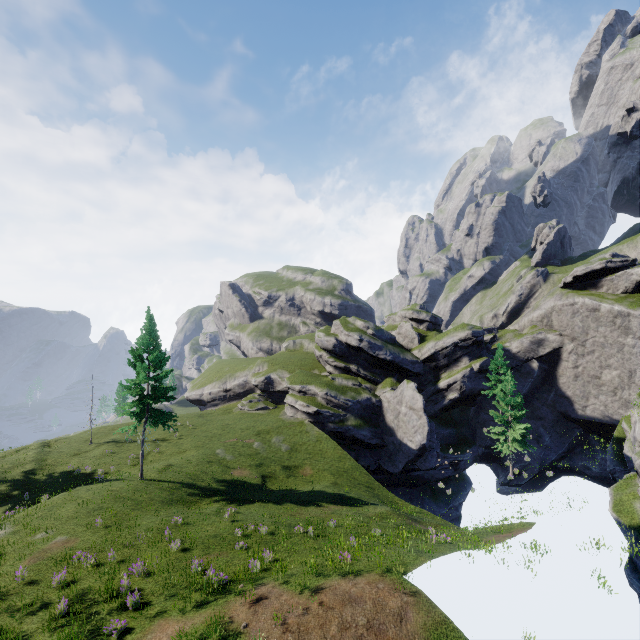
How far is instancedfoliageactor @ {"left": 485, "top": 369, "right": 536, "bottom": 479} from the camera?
32.66m

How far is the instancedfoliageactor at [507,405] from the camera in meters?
32.7

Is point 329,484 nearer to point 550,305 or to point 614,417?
point 614,417
